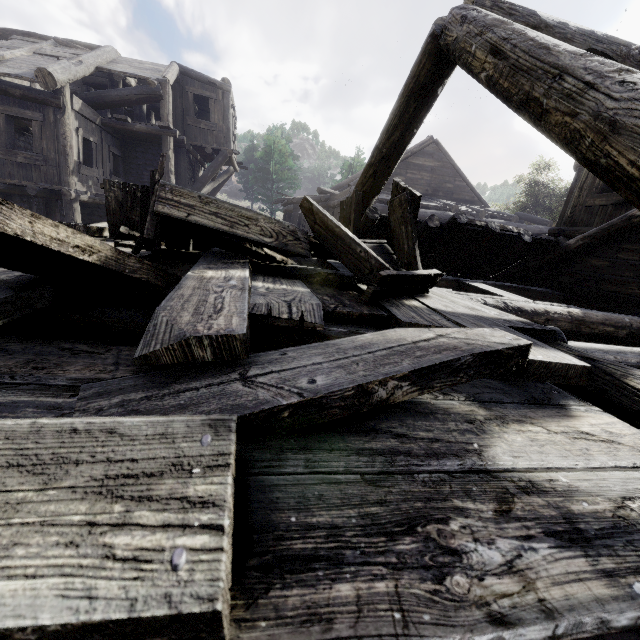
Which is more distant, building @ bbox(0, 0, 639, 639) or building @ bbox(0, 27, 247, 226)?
building @ bbox(0, 27, 247, 226)

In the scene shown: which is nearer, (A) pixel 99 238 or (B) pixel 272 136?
(A) pixel 99 238

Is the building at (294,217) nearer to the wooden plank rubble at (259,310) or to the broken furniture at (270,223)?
the wooden plank rubble at (259,310)

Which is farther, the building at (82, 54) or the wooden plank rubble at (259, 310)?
the building at (82, 54)

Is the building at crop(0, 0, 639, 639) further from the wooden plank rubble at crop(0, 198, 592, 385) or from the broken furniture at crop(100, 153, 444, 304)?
the broken furniture at crop(100, 153, 444, 304)

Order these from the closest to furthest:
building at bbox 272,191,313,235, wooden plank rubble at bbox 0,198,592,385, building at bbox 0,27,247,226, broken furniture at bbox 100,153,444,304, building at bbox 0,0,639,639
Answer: building at bbox 0,0,639,639 < wooden plank rubble at bbox 0,198,592,385 < broken furniture at bbox 100,153,444,304 < building at bbox 0,27,247,226 < building at bbox 272,191,313,235

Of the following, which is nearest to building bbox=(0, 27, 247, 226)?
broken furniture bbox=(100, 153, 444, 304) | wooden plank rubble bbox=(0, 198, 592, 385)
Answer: wooden plank rubble bbox=(0, 198, 592, 385)
